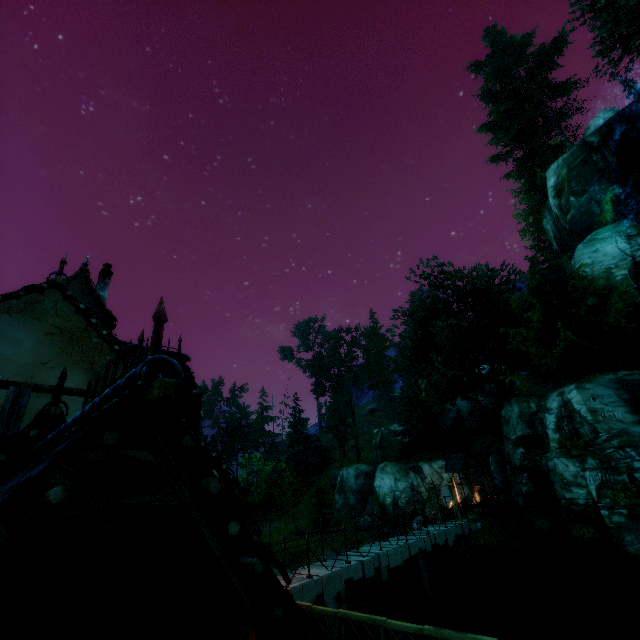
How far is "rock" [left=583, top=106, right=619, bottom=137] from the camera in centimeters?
2580cm

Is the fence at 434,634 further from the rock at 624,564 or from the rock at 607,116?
the rock at 607,116

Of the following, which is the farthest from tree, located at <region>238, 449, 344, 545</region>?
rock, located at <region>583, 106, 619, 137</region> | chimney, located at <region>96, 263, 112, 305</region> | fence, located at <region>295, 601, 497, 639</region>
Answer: chimney, located at <region>96, 263, 112, 305</region>

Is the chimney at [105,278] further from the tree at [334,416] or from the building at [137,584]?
the tree at [334,416]

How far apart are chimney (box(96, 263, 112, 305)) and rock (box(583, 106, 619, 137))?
37.8m

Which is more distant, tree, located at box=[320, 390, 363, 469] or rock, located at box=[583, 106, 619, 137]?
tree, located at box=[320, 390, 363, 469]

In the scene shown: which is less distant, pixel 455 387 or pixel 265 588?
pixel 265 588

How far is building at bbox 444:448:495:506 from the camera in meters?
28.8
